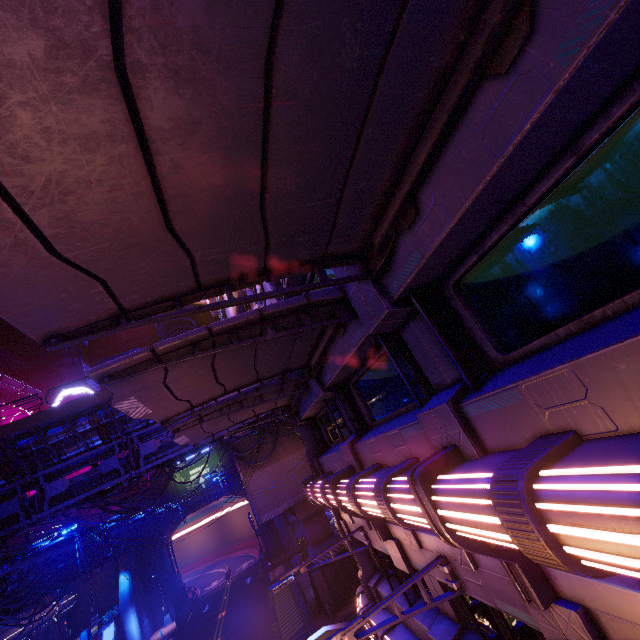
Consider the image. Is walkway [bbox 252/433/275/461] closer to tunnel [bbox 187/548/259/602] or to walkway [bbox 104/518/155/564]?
tunnel [bbox 187/548/259/602]

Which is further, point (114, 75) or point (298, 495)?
point (298, 495)

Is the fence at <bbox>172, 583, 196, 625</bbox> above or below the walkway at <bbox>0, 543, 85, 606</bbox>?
below

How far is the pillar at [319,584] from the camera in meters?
23.5 m

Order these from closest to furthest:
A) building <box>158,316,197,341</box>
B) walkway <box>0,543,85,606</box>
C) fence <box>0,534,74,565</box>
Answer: fence <box>0,534,74,565</box>
walkway <box>0,543,85,606</box>
building <box>158,316,197,341</box>

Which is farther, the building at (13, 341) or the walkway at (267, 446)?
the building at (13, 341)

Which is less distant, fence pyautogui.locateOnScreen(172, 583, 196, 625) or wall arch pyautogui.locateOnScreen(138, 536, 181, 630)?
fence pyautogui.locateOnScreen(172, 583, 196, 625)

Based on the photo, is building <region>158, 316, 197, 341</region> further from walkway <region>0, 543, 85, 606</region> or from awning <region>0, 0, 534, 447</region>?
awning <region>0, 0, 534, 447</region>
